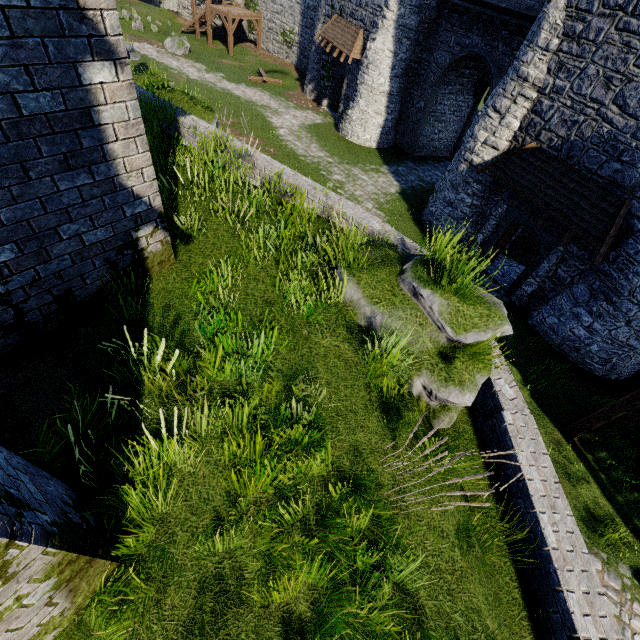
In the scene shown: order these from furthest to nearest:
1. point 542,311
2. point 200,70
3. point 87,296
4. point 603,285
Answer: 1. point 200,70
2. point 542,311
3. point 603,285
4. point 87,296

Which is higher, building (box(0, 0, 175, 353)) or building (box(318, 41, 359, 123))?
building (box(0, 0, 175, 353))

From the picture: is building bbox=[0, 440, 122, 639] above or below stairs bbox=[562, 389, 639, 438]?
above

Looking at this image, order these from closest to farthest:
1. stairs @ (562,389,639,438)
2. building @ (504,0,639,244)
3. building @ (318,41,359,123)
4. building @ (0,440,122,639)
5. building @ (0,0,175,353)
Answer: building @ (0,440,122,639) < building @ (0,0,175,353) < stairs @ (562,389,639,438) < building @ (504,0,639,244) < building @ (318,41,359,123)

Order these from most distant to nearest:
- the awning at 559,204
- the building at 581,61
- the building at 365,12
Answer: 1. the building at 365,12
2. the awning at 559,204
3. the building at 581,61

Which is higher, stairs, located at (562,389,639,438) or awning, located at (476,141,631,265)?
awning, located at (476,141,631,265)

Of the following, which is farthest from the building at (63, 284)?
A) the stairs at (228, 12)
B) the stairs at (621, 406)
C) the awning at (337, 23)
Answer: the stairs at (228, 12)

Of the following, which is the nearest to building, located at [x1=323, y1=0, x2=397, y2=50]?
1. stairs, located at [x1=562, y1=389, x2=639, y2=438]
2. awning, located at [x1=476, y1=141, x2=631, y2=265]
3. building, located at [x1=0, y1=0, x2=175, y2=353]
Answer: awning, located at [x1=476, y1=141, x2=631, y2=265]
